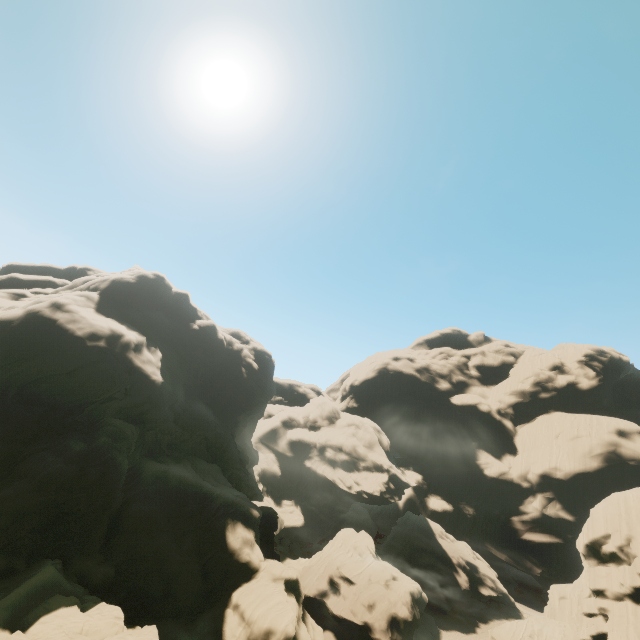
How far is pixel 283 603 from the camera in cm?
2714
